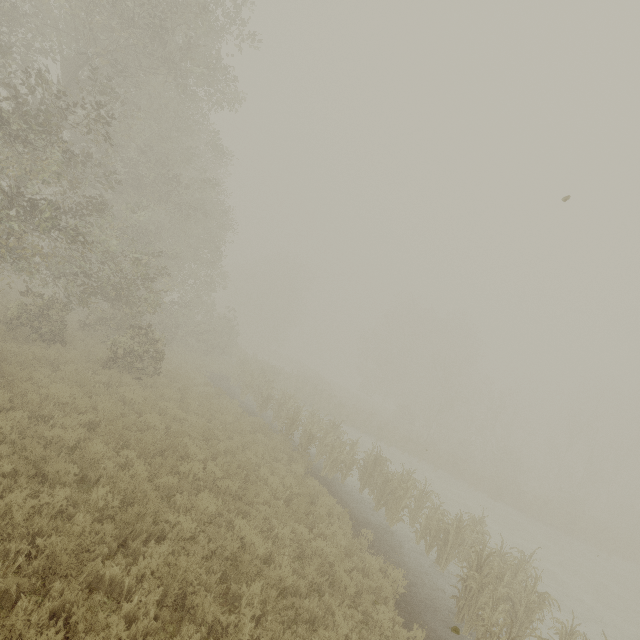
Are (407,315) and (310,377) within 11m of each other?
no
